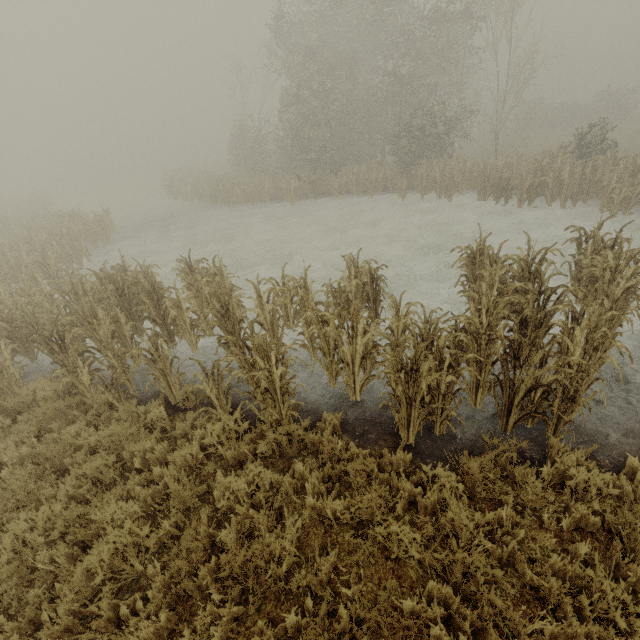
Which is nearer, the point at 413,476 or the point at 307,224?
the point at 413,476
